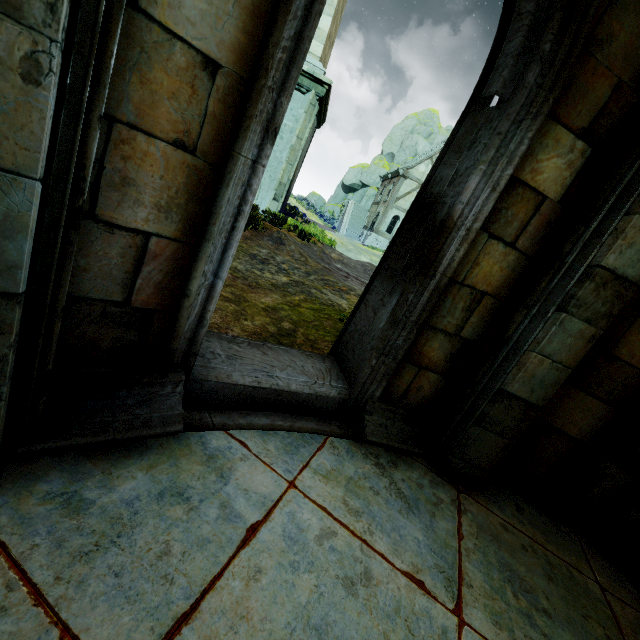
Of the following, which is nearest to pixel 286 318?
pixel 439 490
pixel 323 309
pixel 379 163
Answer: pixel 323 309

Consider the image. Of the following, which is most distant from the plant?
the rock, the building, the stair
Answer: the building

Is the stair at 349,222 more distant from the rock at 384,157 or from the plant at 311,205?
the plant at 311,205

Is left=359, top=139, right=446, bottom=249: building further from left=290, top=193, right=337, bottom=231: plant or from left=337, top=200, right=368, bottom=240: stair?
left=290, top=193, right=337, bottom=231: plant

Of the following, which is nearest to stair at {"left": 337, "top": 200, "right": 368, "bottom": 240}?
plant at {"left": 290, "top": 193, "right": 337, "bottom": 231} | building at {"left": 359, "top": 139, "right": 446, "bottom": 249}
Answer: building at {"left": 359, "top": 139, "right": 446, "bottom": 249}

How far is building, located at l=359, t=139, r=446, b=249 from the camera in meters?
29.0

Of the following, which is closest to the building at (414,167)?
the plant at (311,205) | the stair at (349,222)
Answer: the stair at (349,222)

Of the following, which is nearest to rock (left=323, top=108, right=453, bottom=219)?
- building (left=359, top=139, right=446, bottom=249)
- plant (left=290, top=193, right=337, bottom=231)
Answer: plant (left=290, top=193, right=337, bottom=231)
